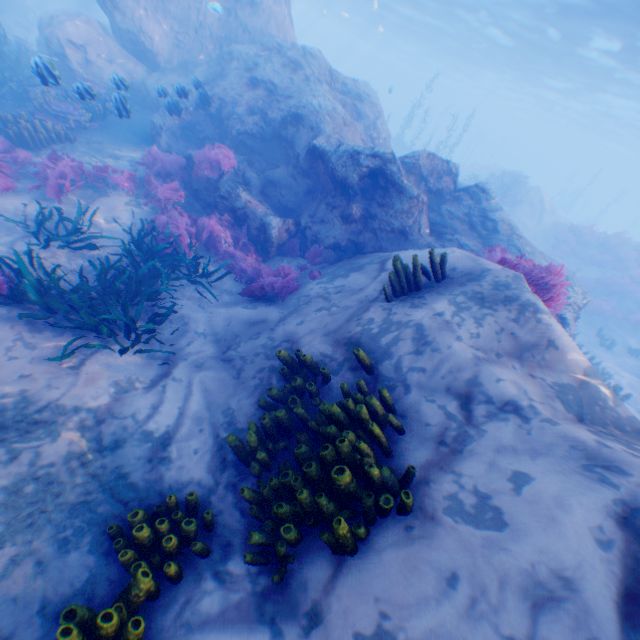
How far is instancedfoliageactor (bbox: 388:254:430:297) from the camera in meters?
5.2

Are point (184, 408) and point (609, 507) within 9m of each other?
yes

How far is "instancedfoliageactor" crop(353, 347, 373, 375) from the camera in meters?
4.3 m

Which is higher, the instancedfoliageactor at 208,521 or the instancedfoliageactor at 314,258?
the instancedfoliageactor at 314,258

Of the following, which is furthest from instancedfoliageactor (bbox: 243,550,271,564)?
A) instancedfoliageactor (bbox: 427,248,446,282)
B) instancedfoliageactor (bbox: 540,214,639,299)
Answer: instancedfoliageactor (bbox: 540,214,639,299)

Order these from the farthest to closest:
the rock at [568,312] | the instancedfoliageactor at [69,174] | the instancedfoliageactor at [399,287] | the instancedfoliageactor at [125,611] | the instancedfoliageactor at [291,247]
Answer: the instancedfoliageactor at [291,247], the rock at [568,312], the instancedfoliageactor at [69,174], the instancedfoliageactor at [399,287], the instancedfoliageactor at [125,611]

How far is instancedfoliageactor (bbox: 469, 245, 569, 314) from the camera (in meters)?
5.64

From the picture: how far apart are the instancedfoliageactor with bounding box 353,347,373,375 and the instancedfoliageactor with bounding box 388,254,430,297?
1.2m
